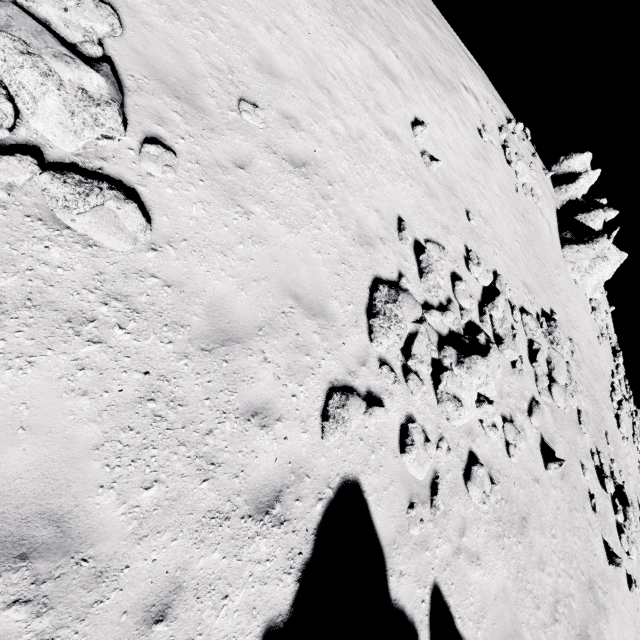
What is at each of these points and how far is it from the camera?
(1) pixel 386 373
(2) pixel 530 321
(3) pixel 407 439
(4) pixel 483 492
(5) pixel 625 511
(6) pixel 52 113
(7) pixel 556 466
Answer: (1) stone, 6.28m
(2) stone, 12.13m
(3) stone, 6.04m
(4) stone, 7.17m
(5) stone, 14.75m
(6) stone, 3.64m
(7) stone, 10.00m

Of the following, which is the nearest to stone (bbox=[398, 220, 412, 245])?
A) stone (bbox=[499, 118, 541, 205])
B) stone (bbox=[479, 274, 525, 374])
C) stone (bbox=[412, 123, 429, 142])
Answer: stone (bbox=[479, 274, 525, 374])

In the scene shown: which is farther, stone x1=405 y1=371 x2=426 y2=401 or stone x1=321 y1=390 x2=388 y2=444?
stone x1=405 y1=371 x2=426 y2=401

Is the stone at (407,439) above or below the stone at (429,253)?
below

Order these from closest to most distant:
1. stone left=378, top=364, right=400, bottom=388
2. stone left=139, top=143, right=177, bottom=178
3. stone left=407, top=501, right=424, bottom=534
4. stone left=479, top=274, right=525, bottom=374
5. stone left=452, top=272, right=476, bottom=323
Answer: stone left=139, top=143, right=177, bottom=178, stone left=407, top=501, right=424, bottom=534, stone left=378, top=364, right=400, bottom=388, stone left=452, top=272, right=476, bottom=323, stone left=479, top=274, right=525, bottom=374

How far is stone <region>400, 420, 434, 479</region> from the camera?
6.0 meters

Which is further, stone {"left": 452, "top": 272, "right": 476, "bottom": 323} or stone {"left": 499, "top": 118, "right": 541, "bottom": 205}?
stone {"left": 499, "top": 118, "right": 541, "bottom": 205}

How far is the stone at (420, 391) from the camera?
6.62m
